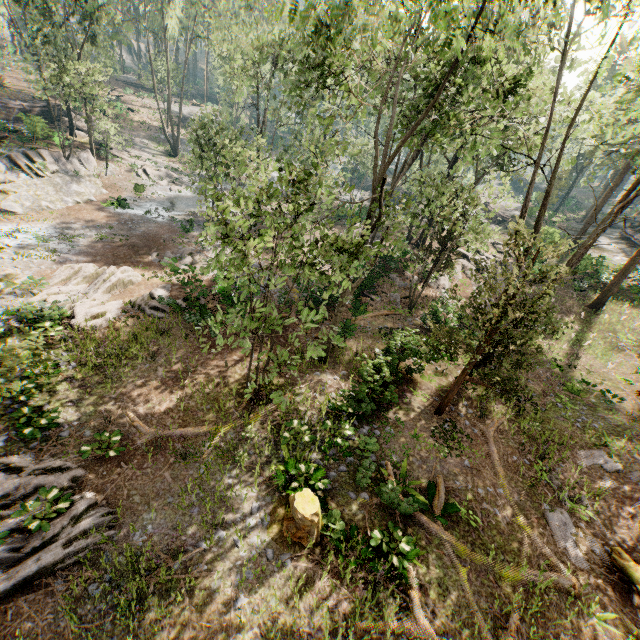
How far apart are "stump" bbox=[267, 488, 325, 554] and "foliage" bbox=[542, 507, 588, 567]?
7.9 meters

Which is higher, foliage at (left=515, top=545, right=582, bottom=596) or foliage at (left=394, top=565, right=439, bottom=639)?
foliage at (left=394, top=565, right=439, bottom=639)

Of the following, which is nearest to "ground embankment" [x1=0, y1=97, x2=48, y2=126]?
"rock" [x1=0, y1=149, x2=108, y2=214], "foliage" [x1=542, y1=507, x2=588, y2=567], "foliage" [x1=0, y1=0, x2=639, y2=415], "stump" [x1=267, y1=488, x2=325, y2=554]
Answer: "foliage" [x1=0, y1=0, x2=639, y2=415]

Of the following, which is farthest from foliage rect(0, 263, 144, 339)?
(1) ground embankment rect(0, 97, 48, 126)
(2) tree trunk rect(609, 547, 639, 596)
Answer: (2) tree trunk rect(609, 547, 639, 596)

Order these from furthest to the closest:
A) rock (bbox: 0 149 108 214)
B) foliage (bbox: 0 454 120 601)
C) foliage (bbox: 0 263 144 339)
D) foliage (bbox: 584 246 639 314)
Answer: rock (bbox: 0 149 108 214) < foliage (bbox: 584 246 639 314) < foliage (bbox: 0 263 144 339) < foliage (bbox: 0 454 120 601)

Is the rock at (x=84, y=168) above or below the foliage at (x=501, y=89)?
below

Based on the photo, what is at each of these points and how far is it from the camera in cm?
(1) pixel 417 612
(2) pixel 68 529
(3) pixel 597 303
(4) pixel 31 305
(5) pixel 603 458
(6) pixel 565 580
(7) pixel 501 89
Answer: (1) foliage, 861
(2) foliage, 888
(3) foliage, 2500
(4) foliage, 1537
(5) foliage, 1470
(6) foliage, 992
(7) foliage, 1140

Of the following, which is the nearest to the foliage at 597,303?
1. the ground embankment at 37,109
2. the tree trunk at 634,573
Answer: the ground embankment at 37,109
